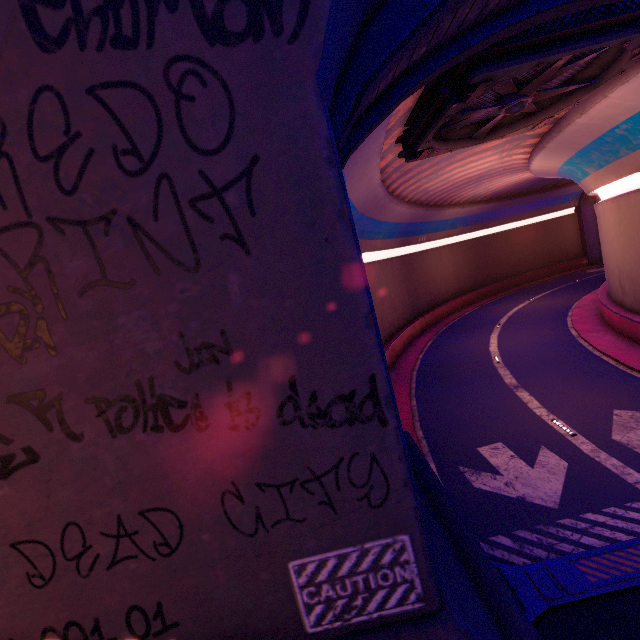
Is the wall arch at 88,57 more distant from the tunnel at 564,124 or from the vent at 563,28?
the vent at 563,28

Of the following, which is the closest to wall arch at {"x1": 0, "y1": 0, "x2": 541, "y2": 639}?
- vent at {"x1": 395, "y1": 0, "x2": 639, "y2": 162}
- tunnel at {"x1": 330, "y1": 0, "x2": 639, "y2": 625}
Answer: tunnel at {"x1": 330, "y1": 0, "x2": 639, "y2": 625}

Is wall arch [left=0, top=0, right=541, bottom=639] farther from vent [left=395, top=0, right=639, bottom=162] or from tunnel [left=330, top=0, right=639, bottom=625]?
vent [left=395, top=0, right=639, bottom=162]

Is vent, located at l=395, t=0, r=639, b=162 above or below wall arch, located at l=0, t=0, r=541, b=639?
above

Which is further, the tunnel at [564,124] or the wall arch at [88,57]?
the tunnel at [564,124]

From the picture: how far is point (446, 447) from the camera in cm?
1223
